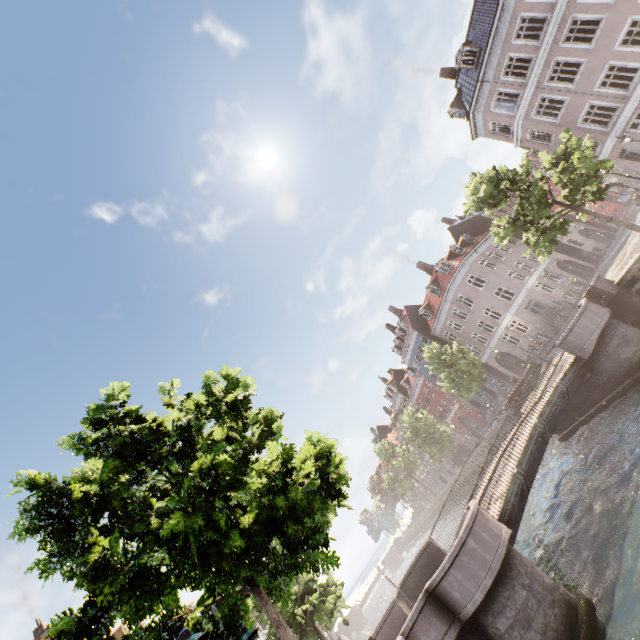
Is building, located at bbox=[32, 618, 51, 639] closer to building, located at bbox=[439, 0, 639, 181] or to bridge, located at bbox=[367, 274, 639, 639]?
bridge, located at bbox=[367, 274, 639, 639]

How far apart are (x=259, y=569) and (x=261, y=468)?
2.7m

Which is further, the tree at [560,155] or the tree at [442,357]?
the tree at [442,357]

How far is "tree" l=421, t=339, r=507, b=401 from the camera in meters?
28.3 m

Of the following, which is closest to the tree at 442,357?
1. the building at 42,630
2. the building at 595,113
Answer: the building at 595,113

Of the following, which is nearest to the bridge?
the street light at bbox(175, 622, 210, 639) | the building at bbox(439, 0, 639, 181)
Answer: the street light at bbox(175, 622, 210, 639)

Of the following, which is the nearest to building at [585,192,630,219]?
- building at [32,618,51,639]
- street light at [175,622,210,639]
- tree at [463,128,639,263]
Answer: tree at [463,128,639,263]

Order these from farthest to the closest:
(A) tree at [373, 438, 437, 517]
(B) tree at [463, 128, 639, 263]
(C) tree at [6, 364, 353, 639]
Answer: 1. (A) tree at [373, 438, 437, 517]
2. (B) tree at [463, 128, 639, 263]
3. (C) tree at [6, 364, 353, 639]
